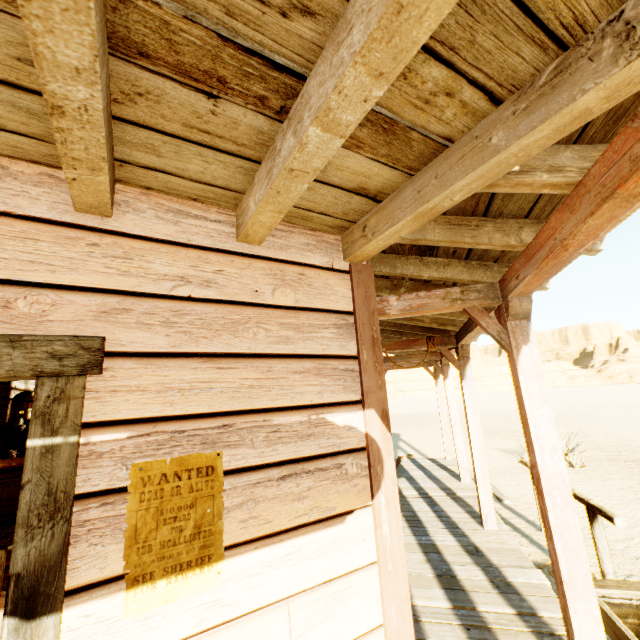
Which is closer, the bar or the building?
the building

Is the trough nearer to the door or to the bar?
the door

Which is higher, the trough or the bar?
the bar

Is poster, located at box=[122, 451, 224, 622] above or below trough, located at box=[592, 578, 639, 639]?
above

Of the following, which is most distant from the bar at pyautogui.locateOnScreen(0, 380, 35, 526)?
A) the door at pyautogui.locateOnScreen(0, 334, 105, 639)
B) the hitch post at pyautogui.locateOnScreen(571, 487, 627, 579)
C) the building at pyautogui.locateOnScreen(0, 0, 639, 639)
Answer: the hitch post at pyautogui.locateOnScreen(571, 487, 627, 579)

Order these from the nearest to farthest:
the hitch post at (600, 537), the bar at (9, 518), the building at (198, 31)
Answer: the building at (198, 31) < the hitch post at (600, 537) < the bar at (9, 518)

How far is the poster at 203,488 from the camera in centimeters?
118cm

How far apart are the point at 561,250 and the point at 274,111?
1.6 meters
